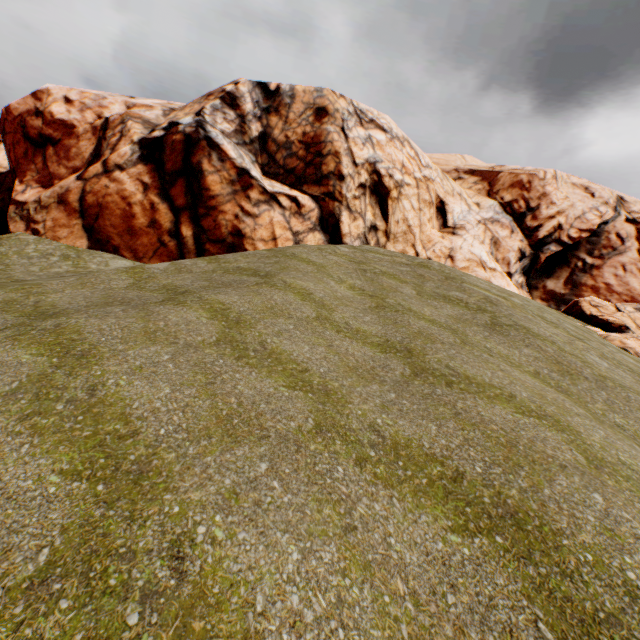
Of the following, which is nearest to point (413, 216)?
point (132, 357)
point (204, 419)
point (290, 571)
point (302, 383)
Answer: point (302, 383)
